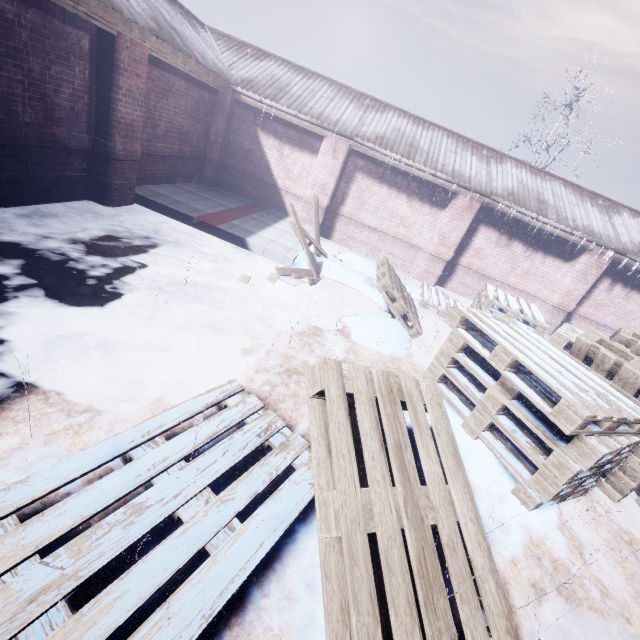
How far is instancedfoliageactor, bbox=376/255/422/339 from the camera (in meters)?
4.52

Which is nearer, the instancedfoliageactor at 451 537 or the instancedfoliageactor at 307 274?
the instancedfoliageactor at 451 537

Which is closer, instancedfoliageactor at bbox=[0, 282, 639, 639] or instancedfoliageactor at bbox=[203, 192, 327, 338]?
instancedfoliageactor at bbox=[0, 282, 639, 639]

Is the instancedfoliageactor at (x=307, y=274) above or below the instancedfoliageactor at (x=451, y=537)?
below

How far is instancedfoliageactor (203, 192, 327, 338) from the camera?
4.0m

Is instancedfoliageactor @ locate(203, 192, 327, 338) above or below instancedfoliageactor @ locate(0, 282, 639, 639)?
below

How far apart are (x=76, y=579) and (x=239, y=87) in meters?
8.3
